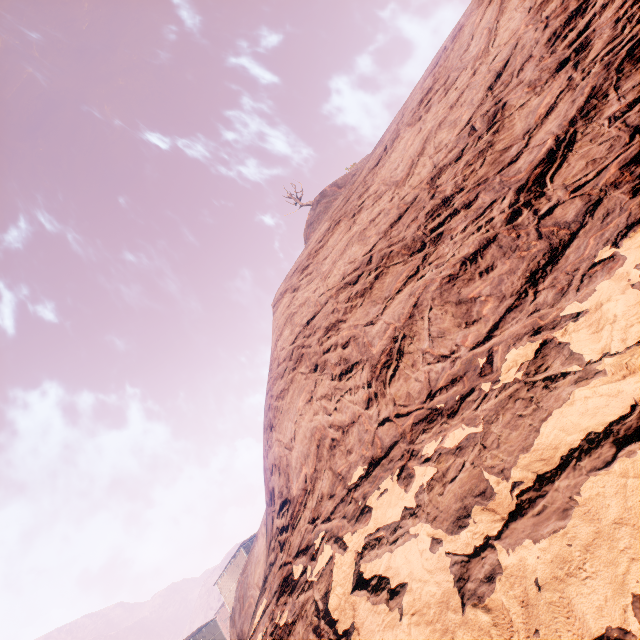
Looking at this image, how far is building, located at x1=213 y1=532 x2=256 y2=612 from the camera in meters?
40.6 m

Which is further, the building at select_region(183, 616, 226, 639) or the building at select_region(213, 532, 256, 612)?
the building at select_region(183, 616, 226, 639)

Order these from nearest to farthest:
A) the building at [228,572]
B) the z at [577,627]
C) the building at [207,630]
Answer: the z at [577,627]
the building at [228,572]
the building at [207,630]

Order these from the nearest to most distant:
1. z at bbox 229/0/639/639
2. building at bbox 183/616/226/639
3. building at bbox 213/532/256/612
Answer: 1. z at bbox 229/0/639/639
2. building at bbox 213/532/256/612
3. building at bbox 183/616/226/639

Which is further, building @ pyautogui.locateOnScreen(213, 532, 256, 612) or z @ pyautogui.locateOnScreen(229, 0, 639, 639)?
building @ pyautogui.locateOnScreen(213, 532, 256, 612)

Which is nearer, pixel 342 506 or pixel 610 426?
pixel 610 426

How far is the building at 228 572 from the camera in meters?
40.6
